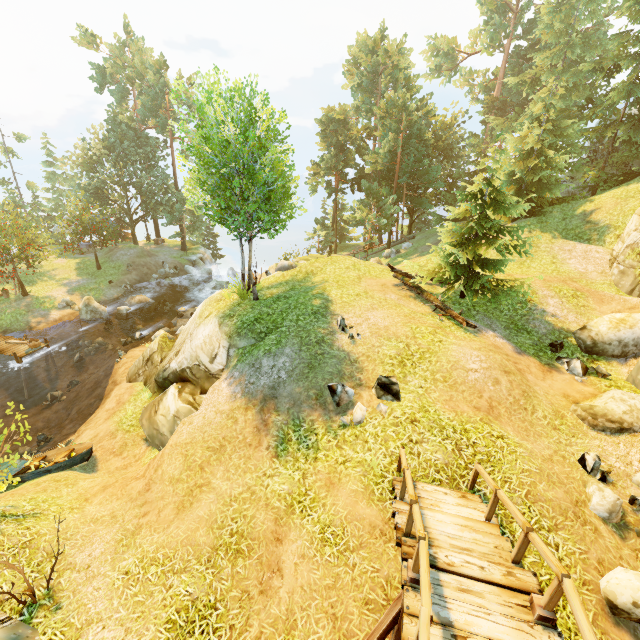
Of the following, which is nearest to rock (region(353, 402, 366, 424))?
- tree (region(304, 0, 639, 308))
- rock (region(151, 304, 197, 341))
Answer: tree (region(304, 0, 639, 308))

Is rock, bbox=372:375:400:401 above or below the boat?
above

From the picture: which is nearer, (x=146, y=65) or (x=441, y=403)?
(x=441, y=403)

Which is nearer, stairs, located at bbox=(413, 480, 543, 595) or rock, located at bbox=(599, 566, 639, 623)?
stairs, located at bbox=(413, 480, 543, 595)

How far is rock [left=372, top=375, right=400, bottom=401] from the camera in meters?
9.0 m

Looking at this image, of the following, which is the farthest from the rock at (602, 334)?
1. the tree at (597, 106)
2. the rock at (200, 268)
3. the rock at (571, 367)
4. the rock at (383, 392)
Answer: the rock at (200, 268)

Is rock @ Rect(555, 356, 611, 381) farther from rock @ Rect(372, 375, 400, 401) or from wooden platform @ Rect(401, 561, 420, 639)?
wooden platform @ Rect(401, 561, 420, 639)

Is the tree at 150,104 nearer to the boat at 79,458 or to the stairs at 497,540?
the stairs at 497,540
